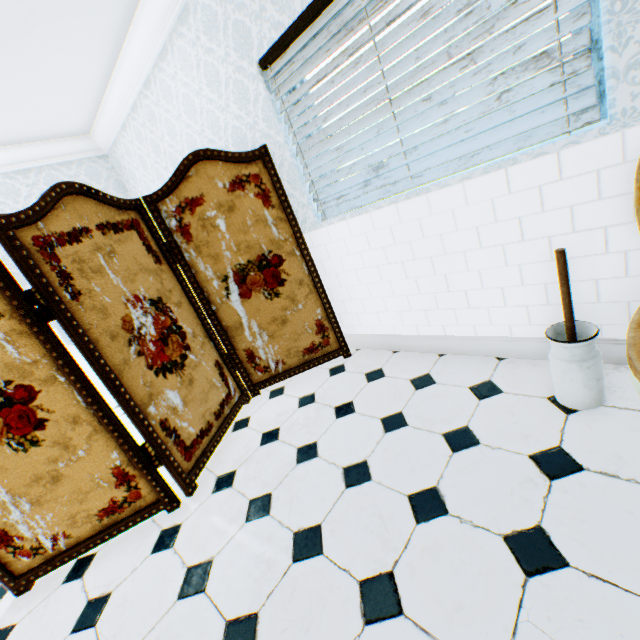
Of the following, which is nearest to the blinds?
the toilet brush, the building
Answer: the building

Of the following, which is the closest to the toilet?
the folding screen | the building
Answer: the building

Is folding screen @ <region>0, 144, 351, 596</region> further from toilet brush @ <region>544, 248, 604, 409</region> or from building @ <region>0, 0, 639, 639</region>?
toilet brush @ <region>544, 248, 604, 409</region>

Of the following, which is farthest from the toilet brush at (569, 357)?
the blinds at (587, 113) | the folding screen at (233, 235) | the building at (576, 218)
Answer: the folding screen at (233, 235)

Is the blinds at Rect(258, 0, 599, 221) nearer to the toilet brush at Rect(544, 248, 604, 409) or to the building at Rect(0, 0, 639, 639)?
the building at Rect(0, 0, 639, 639)

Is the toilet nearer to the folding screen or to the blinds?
the blinds

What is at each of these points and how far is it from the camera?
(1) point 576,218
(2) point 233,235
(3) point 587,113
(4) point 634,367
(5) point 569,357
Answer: (1) building, 1.54m
(2) folding screen, 2.53m
(3) blinds, 1.37m
(4) toilet, 1.00m
(5) toilet brush, 1.49m

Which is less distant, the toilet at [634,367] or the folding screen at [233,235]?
the toilet at [634,367]
